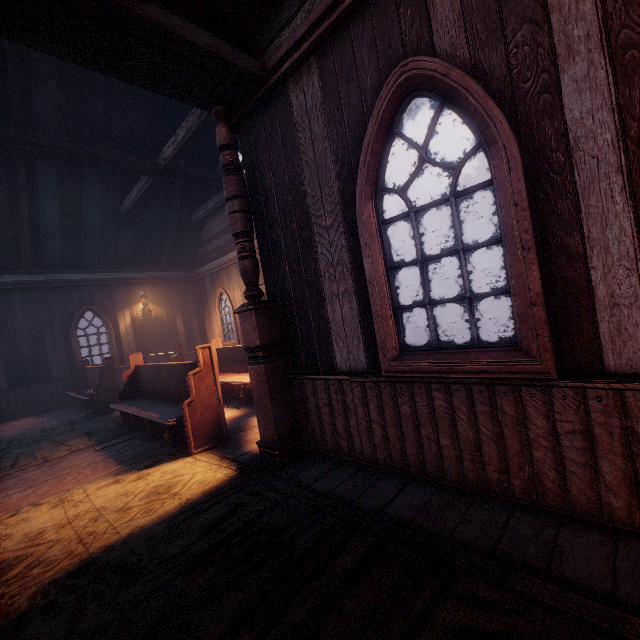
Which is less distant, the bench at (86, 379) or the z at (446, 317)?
the bench at (86, 379)

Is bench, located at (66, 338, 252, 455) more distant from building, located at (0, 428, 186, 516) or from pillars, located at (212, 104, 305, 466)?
pillars, located at (212, 104, 305, 466)

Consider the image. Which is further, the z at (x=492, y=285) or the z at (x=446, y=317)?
the z at (x=492, y=285)

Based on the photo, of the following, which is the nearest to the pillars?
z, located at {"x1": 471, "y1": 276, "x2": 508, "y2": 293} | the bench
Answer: the bench

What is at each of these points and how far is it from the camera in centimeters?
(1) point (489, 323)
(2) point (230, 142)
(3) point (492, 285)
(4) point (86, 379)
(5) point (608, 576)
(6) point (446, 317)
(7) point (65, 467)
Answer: (1) z, 1692cm
(2) pillars, 334cm
(3) z, 5828cm
(4) bench, 962cm
(5) building, 152cm
(6) z, 2636cm
(7) building, 434cm

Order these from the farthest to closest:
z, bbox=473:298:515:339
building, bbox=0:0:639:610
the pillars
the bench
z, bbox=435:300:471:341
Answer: z, bbox=435:300:471:341 < z, bbox=473:298:515:339 < the bench < the pillars < building, bbox=0:0:639:610

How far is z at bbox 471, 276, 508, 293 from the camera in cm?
5678

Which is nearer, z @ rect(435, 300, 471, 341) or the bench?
the bench
